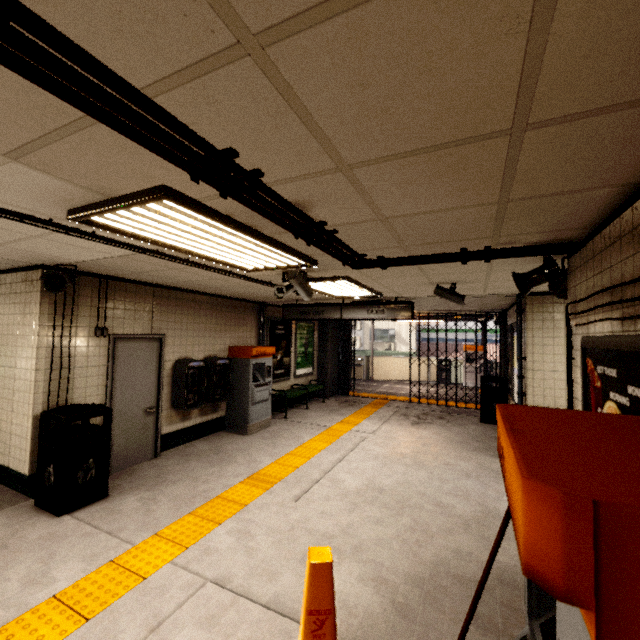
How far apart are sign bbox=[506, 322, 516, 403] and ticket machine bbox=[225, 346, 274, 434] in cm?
547

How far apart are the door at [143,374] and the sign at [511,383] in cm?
744

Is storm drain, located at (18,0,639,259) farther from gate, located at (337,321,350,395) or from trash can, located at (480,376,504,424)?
gate, located at (337,321,350,395)

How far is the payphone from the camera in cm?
579

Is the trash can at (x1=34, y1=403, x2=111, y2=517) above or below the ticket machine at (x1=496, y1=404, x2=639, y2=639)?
below

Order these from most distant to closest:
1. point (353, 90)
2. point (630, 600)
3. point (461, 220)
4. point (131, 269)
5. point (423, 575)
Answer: point (131, 269) → point (423, 575) → point (461, 220) → point (353, 90) → point (630, 600)

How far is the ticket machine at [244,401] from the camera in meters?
6.9 m

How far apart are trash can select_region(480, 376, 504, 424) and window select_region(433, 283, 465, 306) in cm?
438
